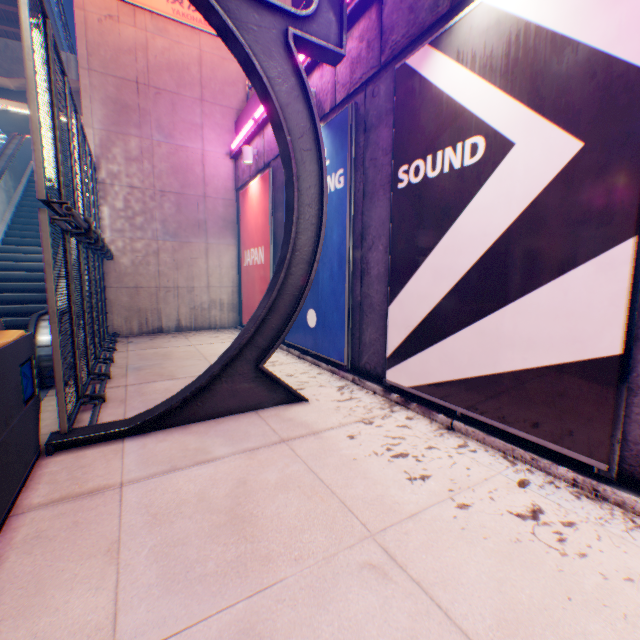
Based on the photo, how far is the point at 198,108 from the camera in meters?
10.4 m

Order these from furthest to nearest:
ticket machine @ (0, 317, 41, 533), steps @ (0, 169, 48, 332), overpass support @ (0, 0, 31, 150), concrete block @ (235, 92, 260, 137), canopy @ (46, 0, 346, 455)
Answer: overpass support @ (0, 0, 31, 150) < concrete block @ (235, 92, 260, 137) < steps @ (0, 169, 48, 332) < canopy @ (46, 0, 346, 455) < ticket machine @ (0, 317, 41, 533)

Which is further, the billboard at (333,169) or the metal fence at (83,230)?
the billboard at (333,169)

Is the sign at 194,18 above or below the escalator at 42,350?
above

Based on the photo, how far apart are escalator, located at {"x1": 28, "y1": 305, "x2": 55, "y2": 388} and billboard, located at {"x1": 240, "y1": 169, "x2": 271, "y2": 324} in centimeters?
409cm

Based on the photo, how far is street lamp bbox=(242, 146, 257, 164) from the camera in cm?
891

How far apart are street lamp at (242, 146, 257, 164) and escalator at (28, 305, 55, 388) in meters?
4.6

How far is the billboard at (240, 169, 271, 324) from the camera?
8.5 meters
